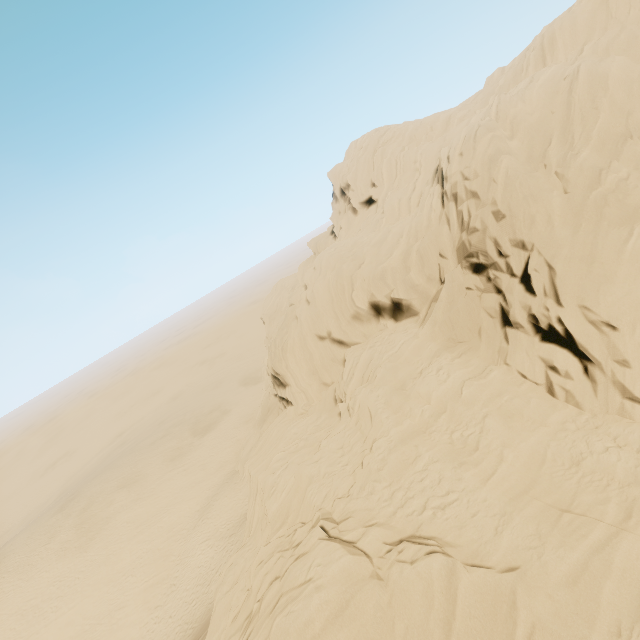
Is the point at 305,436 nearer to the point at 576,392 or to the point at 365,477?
the point at 365,477
